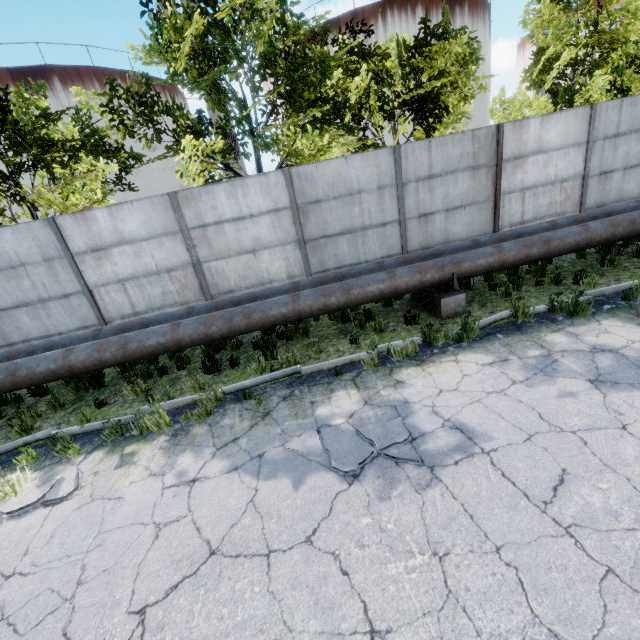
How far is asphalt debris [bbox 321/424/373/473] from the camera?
3.91m

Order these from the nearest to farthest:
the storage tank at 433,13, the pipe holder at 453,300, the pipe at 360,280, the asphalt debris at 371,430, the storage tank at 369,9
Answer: the asphalt debris at 371,430, the pipe at 360,280, the pipe holder at 453,300, the storage tank at 369,9, the storage tank at 433,13

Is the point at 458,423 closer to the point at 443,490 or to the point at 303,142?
the point at 443,490

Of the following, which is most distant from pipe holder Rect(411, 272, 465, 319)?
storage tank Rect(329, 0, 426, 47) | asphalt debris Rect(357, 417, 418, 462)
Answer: storage tank Rect(329, 0, 426, 47)

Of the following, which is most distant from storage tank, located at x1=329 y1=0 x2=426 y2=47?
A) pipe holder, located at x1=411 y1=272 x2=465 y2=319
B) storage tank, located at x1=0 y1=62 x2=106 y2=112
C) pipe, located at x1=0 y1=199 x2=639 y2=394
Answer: pipe holder, located at x1=411 y1=272 x2=465 y2=319

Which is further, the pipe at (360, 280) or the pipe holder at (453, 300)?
the pipe holder at (453, 300)

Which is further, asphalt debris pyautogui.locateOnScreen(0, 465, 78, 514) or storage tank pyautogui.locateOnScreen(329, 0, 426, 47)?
storage tank pyautogui.locateOnScreen(329, 0, 426, 47)

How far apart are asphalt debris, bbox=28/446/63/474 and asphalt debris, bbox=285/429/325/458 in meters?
2.9
